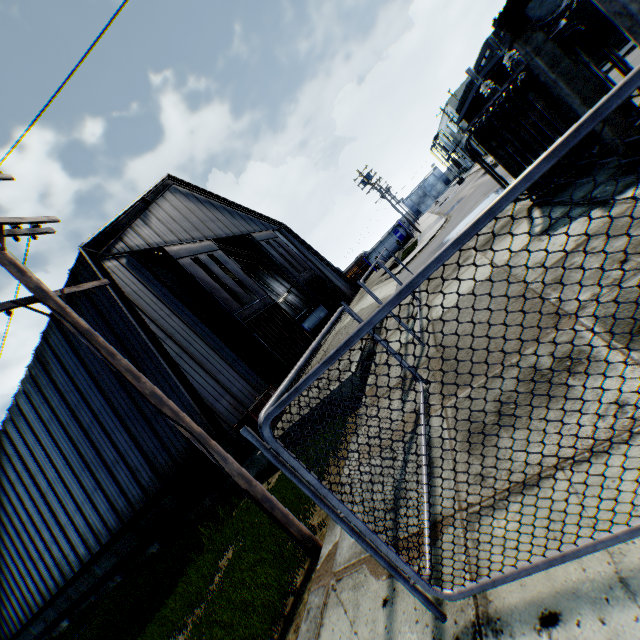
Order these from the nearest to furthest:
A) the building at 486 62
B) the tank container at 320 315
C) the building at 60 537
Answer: the building at 60 537 < the building at 486 62 < the tank container at 320 315

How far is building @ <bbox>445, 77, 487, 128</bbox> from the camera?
30.5m

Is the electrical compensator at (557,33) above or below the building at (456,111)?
below

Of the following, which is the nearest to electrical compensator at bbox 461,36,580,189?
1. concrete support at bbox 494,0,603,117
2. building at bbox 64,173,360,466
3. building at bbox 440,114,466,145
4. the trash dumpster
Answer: concrete support at bbox 494,0,603,117

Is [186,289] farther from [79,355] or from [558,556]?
[558,556]

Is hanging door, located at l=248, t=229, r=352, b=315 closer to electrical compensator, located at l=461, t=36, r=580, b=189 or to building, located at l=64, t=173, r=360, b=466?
building, located at l=64, t=173, r=360, b=466

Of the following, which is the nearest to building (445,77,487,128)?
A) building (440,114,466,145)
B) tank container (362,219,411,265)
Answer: building (440,114,466,145)

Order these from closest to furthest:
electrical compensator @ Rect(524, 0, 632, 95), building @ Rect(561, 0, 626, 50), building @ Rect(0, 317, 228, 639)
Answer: electrical compensator @ Rect(524, 0, 632, 95), building @ Rect(0, 317, 228, 639), building @ Rect(561, 0, 626, 50)
